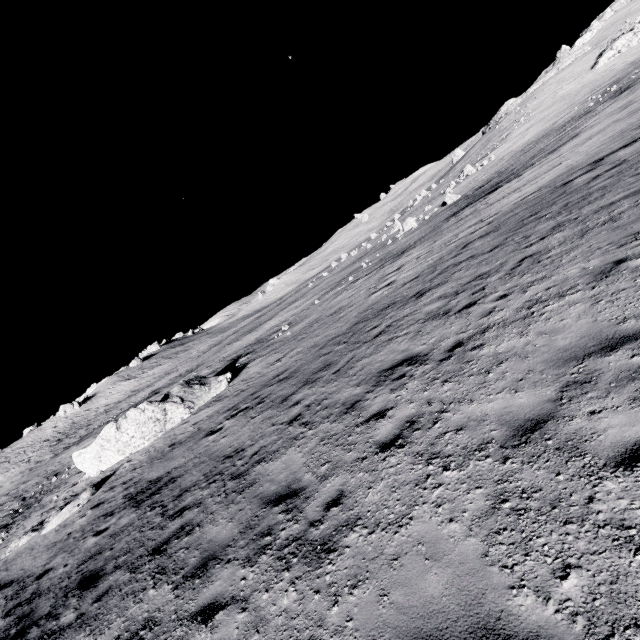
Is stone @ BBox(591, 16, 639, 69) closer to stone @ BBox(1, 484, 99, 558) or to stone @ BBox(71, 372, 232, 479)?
stone @ BBox(71, 372, 232, 479)

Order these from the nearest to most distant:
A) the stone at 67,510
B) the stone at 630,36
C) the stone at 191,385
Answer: the stone at 67,510
the stone at 191,385
the stone at 630,36

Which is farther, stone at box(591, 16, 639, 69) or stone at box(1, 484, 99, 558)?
stone at box(591, 16, 639, 69)

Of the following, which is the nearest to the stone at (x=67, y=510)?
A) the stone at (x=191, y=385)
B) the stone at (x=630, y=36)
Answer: the stone at (x=191, y=385)

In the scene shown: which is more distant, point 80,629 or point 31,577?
point 31,577

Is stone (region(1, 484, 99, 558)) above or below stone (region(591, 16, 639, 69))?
below
